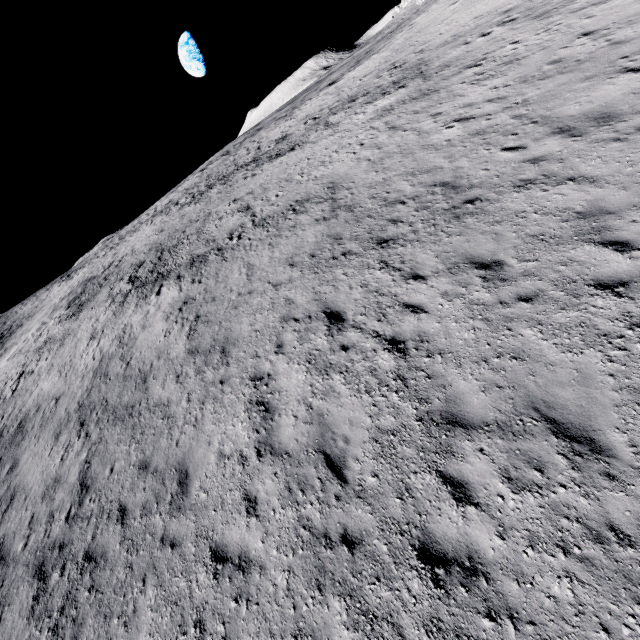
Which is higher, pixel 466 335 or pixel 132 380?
pixel 132 380
